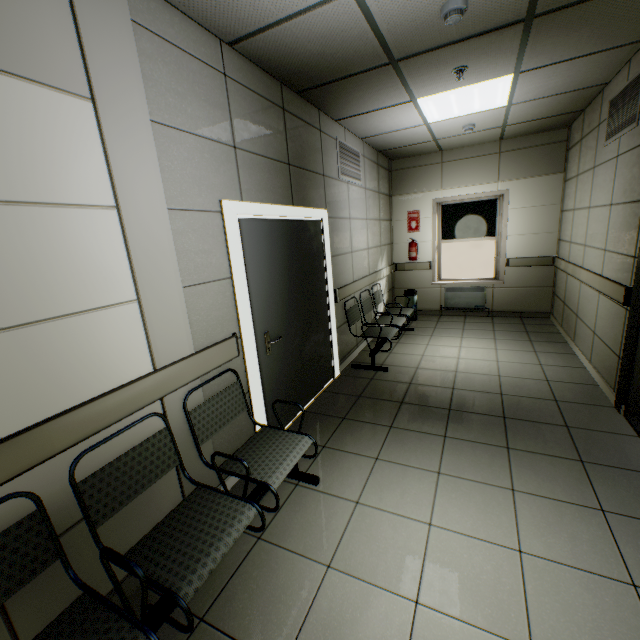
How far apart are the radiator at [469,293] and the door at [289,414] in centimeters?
370cm

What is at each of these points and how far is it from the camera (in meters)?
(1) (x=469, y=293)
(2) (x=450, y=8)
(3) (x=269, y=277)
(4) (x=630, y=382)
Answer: (1) radiator, 6.56
(2) fire alarm, 2.10
(3) door, 2.93
(4) door, 2.91

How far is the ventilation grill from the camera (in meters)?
4.25

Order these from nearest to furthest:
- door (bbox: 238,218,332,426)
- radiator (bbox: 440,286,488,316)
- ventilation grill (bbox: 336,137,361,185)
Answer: door (bbox: 238,218,332,426), ventilation grill (bbox: 336,137,361,185), radiator (bbox: 440,286,488,316)

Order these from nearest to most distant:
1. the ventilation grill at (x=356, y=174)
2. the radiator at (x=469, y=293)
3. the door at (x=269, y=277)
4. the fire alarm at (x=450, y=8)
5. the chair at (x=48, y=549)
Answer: the chair at (x=48, y=549) → the fire alarm at (x=450, y=8) → the door at (x=269, y=277) → the ventilation grill at (x=356, y=174) → the radiator at (x=469, y=293)

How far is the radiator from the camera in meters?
6.5

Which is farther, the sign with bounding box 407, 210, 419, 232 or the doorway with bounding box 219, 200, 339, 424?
the sign with bounding box 407, 210, 419, 232

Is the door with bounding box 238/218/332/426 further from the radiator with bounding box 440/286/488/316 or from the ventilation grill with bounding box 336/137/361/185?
the radiator with bounding box 440/286/488/316
